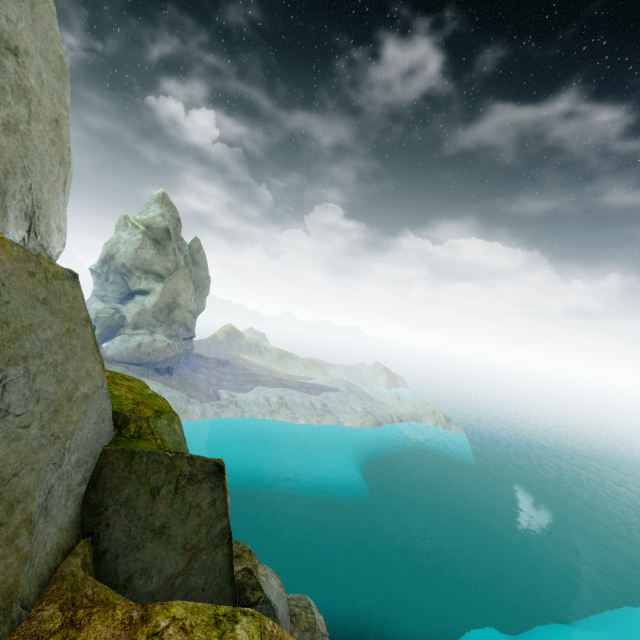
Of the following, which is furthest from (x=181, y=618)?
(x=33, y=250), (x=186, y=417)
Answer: (x=186, y=417)
